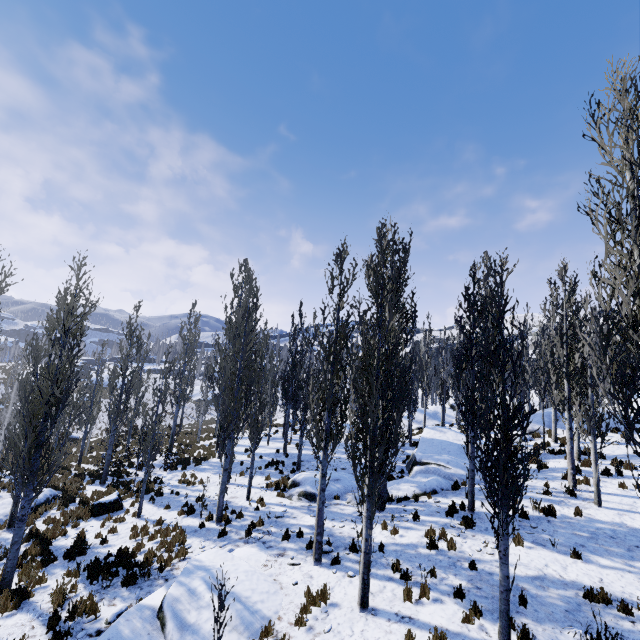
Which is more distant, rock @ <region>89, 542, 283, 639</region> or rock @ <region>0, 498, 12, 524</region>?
rock @ <region>0, 498, 12, 524</region>

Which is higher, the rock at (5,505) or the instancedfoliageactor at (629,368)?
the instancedfoliageactor at (629,368)

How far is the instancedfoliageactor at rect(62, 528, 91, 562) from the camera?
11.18m

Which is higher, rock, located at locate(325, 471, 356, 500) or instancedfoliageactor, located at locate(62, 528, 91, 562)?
rock, located at locate(325, 471, 356, 500)

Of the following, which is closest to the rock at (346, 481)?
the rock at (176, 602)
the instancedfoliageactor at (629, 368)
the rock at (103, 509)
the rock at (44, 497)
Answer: the instancedfoliageactor at (629, 368)

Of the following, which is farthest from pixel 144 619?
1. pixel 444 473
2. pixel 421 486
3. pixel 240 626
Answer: pixel 444 473
